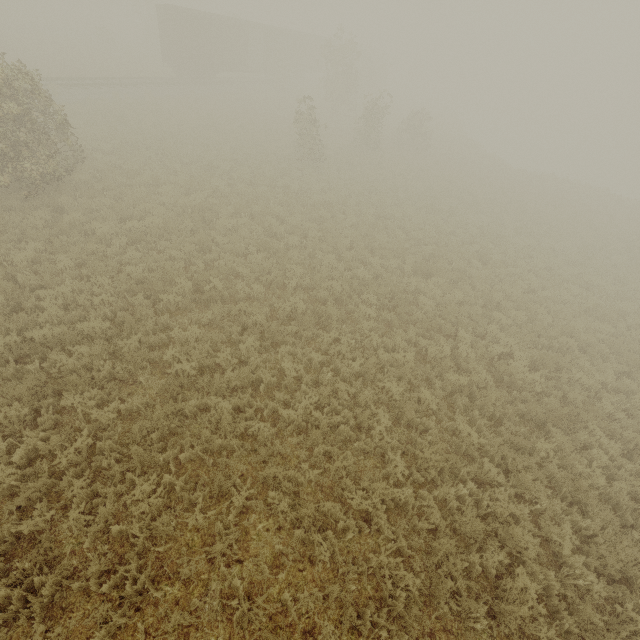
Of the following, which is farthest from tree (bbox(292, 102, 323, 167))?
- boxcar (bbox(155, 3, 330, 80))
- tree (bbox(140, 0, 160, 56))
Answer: tree (bbox(140, 0, 160, 56))

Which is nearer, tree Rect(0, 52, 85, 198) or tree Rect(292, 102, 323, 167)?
tree Rect(0, 52, 85, 198)

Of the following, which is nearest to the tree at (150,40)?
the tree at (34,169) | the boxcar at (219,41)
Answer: the tree at (34,169)

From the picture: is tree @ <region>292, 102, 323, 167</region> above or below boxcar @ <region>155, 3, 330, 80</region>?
below

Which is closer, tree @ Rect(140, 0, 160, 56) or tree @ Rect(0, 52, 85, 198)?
tree @ Rect(0, 52, 85, 198)

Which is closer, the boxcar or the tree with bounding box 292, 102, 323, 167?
the tree with bounding box 292, 102, 323, 167

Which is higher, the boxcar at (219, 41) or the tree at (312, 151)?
the boxcar at (219, 41)

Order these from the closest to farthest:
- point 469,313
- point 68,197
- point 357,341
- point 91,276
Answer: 1. point 91,276
2. point 357,341
3. point 469,313
4. point 68,197
